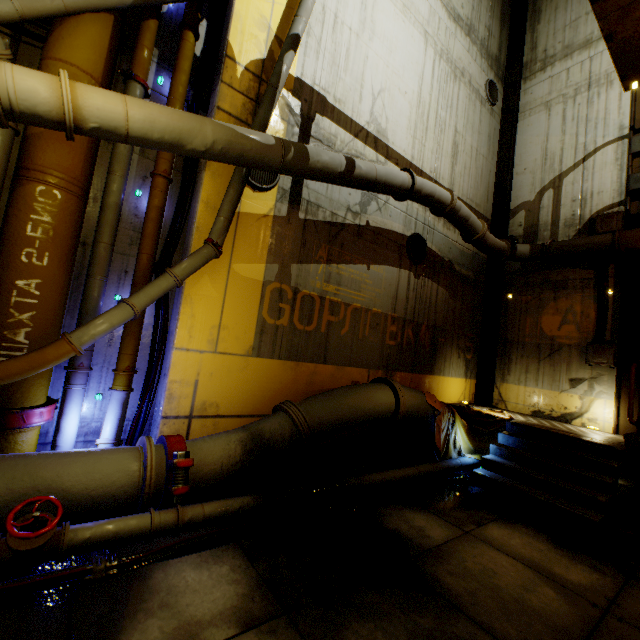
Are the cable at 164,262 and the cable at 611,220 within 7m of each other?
no

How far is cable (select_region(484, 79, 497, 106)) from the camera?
10.59m

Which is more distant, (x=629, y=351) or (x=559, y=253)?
(x=559, y=253)

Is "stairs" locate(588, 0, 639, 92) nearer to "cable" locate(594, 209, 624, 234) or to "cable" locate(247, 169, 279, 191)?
"cable" locate(594, 209, 624, 234)

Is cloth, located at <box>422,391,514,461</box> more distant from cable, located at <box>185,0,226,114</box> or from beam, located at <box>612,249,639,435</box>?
cable, located at <box>185,0,226,114</box>

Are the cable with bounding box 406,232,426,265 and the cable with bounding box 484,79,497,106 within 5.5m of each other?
no

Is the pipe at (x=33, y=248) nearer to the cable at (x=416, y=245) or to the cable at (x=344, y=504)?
the cable at (x=344, y=504)

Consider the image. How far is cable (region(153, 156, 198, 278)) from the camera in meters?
5.2
